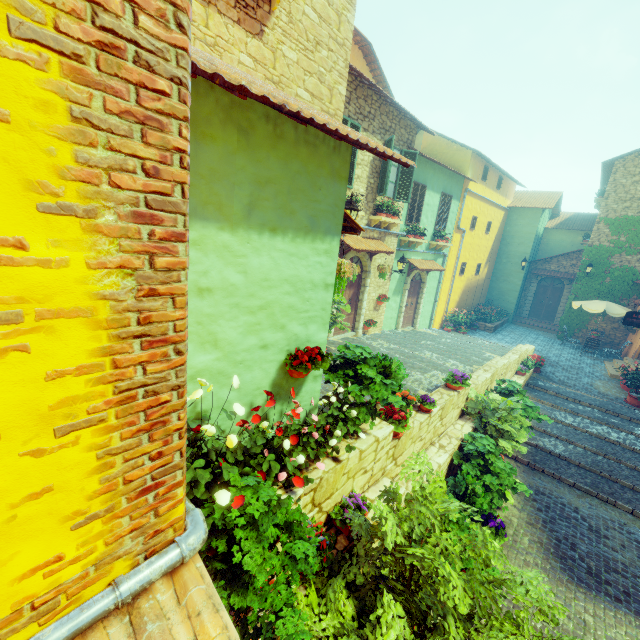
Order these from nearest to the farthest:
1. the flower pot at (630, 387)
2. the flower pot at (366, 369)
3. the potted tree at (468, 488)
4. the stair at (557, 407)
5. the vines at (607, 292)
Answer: the flower pot at (366, 369) → the potted tree at (468, 488) → the stair at (557, 407) → the flower pot at (630, 387) → the vines at (607, 292)

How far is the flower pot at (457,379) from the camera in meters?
7.3

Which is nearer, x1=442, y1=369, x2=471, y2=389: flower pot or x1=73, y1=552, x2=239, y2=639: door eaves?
x1=73, y1=552, x2=239, y2=639: door eaves

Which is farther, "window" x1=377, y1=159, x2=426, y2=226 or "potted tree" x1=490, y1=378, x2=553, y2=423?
"window" x1=377, y1=159, x2=426, y2=226

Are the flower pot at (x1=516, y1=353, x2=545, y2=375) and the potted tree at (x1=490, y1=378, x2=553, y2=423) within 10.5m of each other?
yes

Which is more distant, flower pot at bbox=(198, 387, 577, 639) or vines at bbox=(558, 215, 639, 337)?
vines at bbox=(558, 215, 639, 337)

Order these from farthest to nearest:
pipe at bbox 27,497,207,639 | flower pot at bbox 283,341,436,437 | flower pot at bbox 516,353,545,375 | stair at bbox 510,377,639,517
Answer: flower pot at bbox 516,353,545,375 → stair at bbox 510,377,639,517 → flower pot at bbox 283,341,436,437 → pipe at bbox 27,497,207,639

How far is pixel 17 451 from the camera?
1.10m
